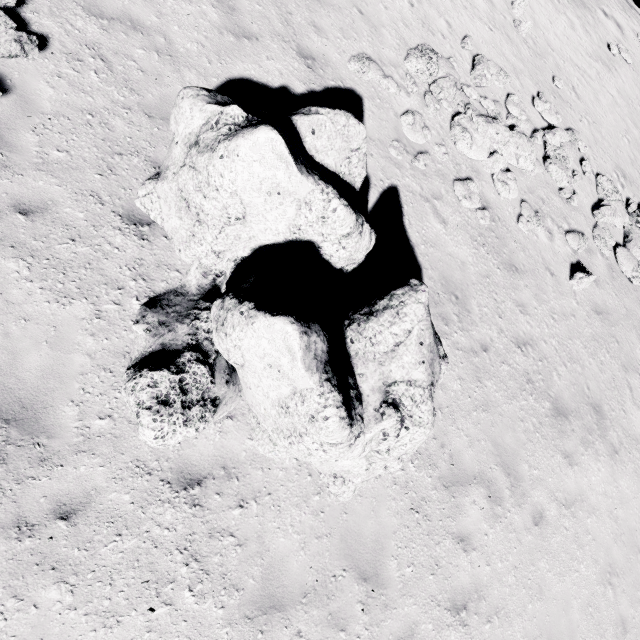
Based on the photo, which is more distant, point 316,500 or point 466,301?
point 466,301

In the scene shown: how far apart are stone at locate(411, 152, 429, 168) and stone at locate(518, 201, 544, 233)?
3.5 meters

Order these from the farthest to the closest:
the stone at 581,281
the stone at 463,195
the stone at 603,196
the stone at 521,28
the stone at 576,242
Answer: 1. the stone at 521,28
2. the stone at 603,196
3. the stone at 576,242
4. the stone at 581,281
5. the stone at 463,195

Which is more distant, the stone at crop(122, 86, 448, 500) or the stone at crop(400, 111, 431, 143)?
the stone at crop(400, 111, 431, 143)

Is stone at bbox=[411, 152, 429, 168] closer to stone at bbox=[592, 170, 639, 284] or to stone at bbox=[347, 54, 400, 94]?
stone at bbox=[347, 54, 400, 94]

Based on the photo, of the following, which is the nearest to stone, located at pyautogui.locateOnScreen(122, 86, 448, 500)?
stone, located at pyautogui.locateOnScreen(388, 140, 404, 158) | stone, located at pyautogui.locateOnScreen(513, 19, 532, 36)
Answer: stone, located at pyautogui.locateOnScreen(388, 140, 404, 158)

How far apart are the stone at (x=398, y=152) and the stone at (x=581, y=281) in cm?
678

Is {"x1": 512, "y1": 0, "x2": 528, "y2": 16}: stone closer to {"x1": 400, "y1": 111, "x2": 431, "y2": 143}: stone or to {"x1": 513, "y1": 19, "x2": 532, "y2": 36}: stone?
{"x1": 513, "y1": 19, "x2": 532, "y2": 36}: stone
